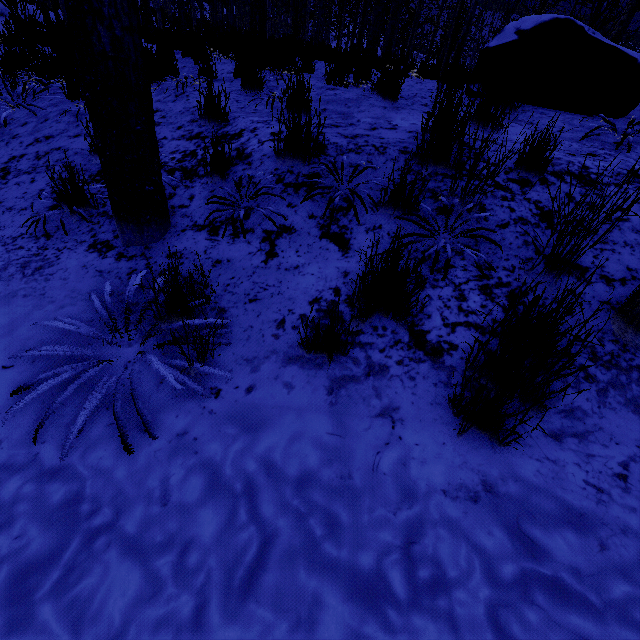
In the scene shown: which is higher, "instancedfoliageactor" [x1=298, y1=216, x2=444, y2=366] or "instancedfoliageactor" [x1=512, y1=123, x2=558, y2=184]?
"instancedfoliageactor" [x1=512, y1=123, x2=558, y2=184]

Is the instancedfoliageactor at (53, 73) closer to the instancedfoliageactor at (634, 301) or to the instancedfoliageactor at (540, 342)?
the instancedfoliageactor at (634, 301)

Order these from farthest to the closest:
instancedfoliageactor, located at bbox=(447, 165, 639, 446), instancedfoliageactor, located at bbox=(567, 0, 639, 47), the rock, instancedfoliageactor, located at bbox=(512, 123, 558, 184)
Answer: instancedfoliageactor, located at bbox=(567, 0, 639, 47) < the rock < instancedfoliageactor, located at bbox=(512, 123, 558, 184) < instancedfoliageactor, located at bbox=(447, 165, 639, 446)

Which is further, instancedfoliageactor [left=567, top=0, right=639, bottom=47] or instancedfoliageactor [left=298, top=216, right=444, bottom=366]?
instancedfoliageactor [left=567, top=0, right=639, bottom=47]

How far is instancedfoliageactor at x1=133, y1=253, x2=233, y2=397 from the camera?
1.5m

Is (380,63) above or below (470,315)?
above

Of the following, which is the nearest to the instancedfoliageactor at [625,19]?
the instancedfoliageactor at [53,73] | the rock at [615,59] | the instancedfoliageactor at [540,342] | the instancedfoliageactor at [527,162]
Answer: the instancedfoliageactor at [53,73]
